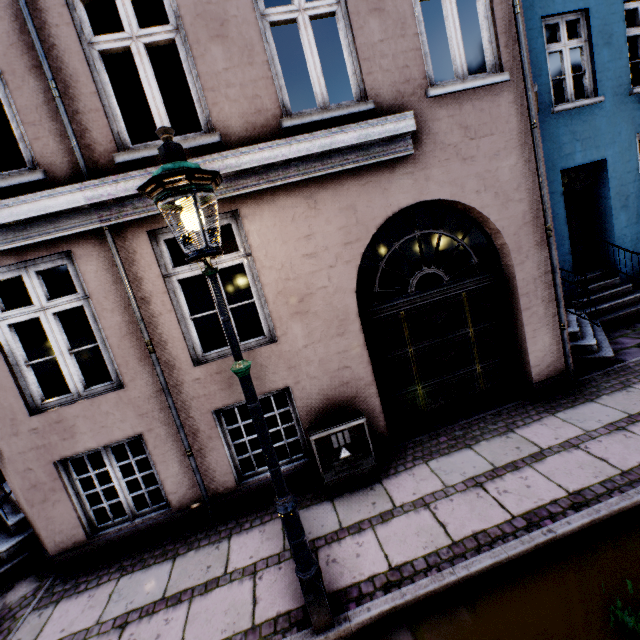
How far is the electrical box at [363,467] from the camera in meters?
4.2 m

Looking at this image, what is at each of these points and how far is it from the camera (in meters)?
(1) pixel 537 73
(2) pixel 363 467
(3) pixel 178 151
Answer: (1) building, 6.59
(2) electrical box, 4.32
(3) street light, 2.05

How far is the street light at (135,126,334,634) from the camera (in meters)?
1.97

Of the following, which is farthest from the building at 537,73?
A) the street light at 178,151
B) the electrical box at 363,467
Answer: the street light at 178,151

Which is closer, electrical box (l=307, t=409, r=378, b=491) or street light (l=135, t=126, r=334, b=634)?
street light (l=135, t=126, r=334, b=634)

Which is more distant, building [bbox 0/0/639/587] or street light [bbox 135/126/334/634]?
building [bbox 0/0/639/587]

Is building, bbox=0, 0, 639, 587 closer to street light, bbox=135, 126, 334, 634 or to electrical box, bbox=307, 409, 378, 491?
electrical box, bbox=307, 409, 378, 491
